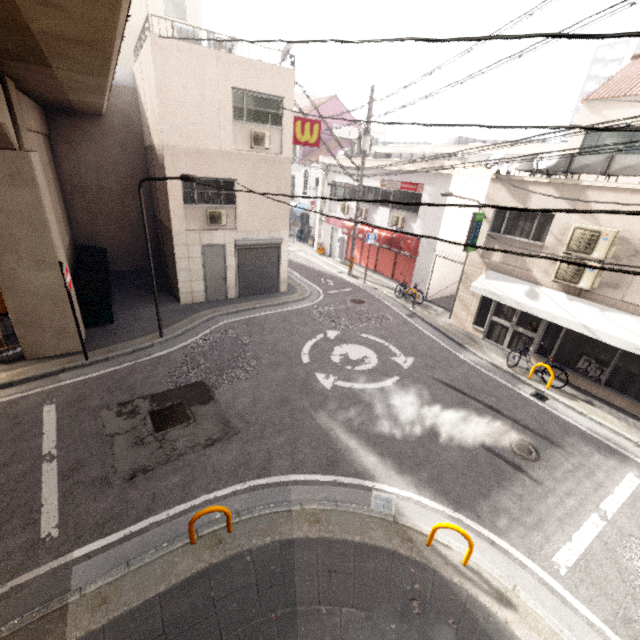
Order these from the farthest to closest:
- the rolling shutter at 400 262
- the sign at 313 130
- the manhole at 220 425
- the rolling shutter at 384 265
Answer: the rolling shutter at 384 265 < the rolling shutter at 400 262 < the sign at 313 130 < the manhole at 220 425

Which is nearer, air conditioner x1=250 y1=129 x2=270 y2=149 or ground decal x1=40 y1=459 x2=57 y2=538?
ground decal x1=40 y1=459 x2=57 y2=538

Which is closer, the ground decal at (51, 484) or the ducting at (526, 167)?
the ground decal at (51, 484)

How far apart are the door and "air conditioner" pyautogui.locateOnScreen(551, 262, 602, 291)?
12.0m

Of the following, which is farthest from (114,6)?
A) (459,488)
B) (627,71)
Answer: (627,71)

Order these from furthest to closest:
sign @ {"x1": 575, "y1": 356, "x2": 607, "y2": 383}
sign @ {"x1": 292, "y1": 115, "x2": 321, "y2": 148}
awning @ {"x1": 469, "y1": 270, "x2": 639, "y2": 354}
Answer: sign @ {"x1": 292, "y1": 115, "x2": 321, "y2": 148}
sign @ {"x1": 575, "y1": 356, "x2": 607, "y2": 383}
awning @ {"x1": 469, "y1": 270, "x2": 639, "y2": 354}

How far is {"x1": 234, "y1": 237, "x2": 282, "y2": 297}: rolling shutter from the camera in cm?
1402

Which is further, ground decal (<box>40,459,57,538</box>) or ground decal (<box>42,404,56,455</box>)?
ground decal (<box>42,404,56,455</box>)
